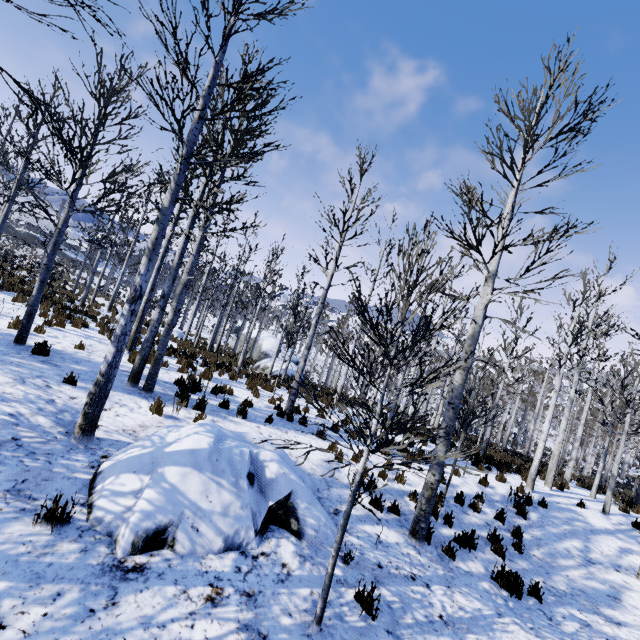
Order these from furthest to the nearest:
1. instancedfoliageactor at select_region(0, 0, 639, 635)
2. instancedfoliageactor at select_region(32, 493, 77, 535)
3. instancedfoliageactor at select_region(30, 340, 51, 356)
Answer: instancedfoliageactor at select_region(30, 340, 51, 356), instancedfoliageactor at select_region(0, 0, 639, 635), instancedfoliageactor at select_region(32, 493, 77, 535)

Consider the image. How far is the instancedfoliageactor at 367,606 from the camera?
4.1m

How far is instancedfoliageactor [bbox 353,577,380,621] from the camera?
4.12m

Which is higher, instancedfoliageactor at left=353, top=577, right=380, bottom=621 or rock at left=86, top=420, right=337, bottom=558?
rock at left=86, top=420, right=337, bottom=558

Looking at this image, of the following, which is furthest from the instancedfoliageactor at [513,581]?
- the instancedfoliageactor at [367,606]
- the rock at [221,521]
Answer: the rock at [221,521]

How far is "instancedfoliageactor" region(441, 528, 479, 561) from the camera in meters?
6.1

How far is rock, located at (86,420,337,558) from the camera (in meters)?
3.88

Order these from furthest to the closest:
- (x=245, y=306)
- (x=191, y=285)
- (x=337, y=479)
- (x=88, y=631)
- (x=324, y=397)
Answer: (x=245, y=306) → (x=191, y=285) → (x=324, y=397) → (x=337, y=479) → (x=88, y=631)
